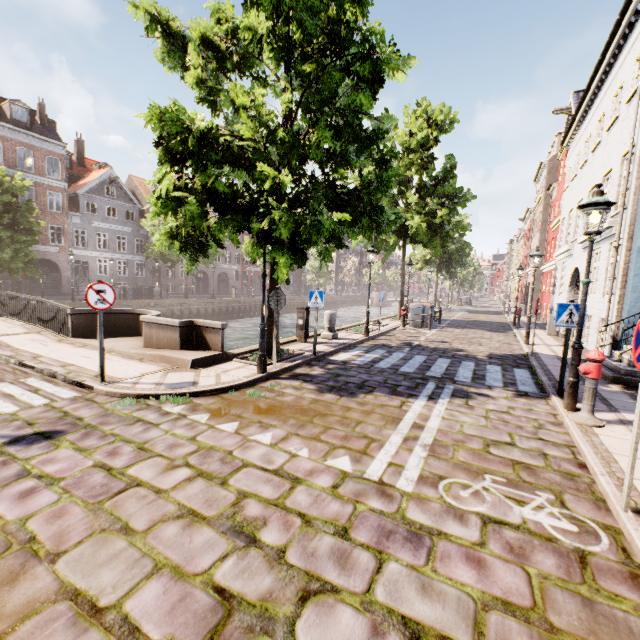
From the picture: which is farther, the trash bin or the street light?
the trash bin

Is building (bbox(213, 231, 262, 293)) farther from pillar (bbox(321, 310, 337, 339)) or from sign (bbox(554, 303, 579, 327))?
sign (bbox(554, 303, 579, 327))

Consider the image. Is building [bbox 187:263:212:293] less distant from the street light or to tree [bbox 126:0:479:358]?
tree [bbox 126:0:479:358]

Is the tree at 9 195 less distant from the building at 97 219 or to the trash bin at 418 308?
the trash bin at 418 308

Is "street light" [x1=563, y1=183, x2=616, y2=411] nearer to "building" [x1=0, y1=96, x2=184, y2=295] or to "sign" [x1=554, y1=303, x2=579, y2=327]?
"sign" [x1=554, y1=303, x2=579, y2=327]

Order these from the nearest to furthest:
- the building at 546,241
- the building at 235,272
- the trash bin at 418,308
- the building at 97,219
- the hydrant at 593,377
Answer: the hydrant at 593,377 → the building at 546,241 → the trash bin at 418,308 → the building at 97,219 → the building at 235,272

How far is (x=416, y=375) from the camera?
8.18m

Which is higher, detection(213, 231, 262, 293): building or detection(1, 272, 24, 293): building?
detection(213, 231, 262, 293): building
